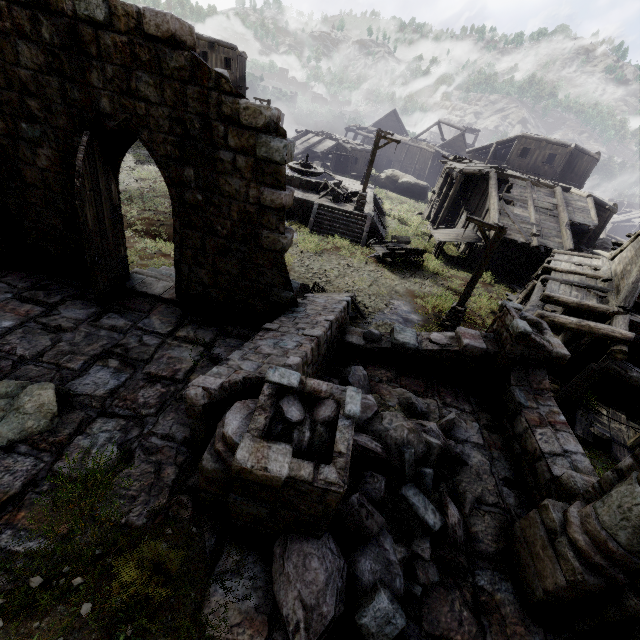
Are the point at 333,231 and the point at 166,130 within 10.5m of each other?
no

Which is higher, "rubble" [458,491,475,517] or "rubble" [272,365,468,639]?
"rubble" [272,365,468,639]

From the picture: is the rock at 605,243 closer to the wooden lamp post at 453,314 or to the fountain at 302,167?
the fountain at 302,167

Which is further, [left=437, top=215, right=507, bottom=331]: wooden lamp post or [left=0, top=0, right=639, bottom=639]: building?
[left=437, top=215, right=507, bottom=331]: wooden lamp post

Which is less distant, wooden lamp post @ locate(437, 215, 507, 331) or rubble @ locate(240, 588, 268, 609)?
rubble @ locate(240, 588, 268, 609)

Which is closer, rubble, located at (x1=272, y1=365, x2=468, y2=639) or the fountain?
rubble, located at (x1=272, y1=365, x2=468, y2=639)

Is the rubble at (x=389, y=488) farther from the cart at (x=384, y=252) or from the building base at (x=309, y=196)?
the building base at (x=309, y=196)

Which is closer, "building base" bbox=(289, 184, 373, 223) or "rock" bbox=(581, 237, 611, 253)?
"building base" bbox=(289, 184, 373, 223)
